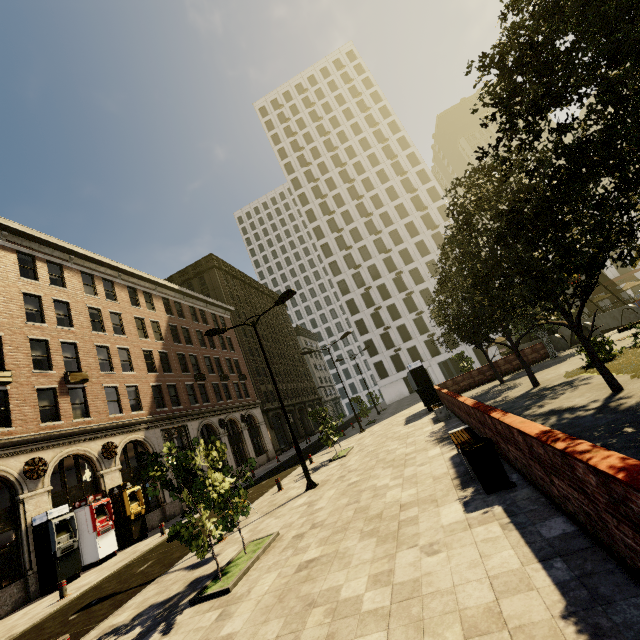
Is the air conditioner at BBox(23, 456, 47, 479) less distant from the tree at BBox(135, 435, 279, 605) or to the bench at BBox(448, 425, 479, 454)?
the tree at BBox(135, 435, 279, 605)

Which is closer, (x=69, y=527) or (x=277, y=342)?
(x=69, y=527)

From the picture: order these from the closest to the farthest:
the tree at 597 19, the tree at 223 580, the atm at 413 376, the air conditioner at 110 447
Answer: the tree at 597 19 < the tree at 223 580 < the air conditioner at 110 447 < the atm at 413 376

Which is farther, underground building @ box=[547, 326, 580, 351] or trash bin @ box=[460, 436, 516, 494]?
underground building @ box=[547, 326, 580, 351]

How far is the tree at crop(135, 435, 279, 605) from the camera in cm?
684

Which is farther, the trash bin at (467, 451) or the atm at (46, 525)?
the atm at (46, 525)

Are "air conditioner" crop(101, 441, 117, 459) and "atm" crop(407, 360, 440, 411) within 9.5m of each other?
no

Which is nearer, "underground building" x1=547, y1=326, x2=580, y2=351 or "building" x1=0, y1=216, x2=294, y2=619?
"building" x1=0, y1=216, x2=294, y2=619
